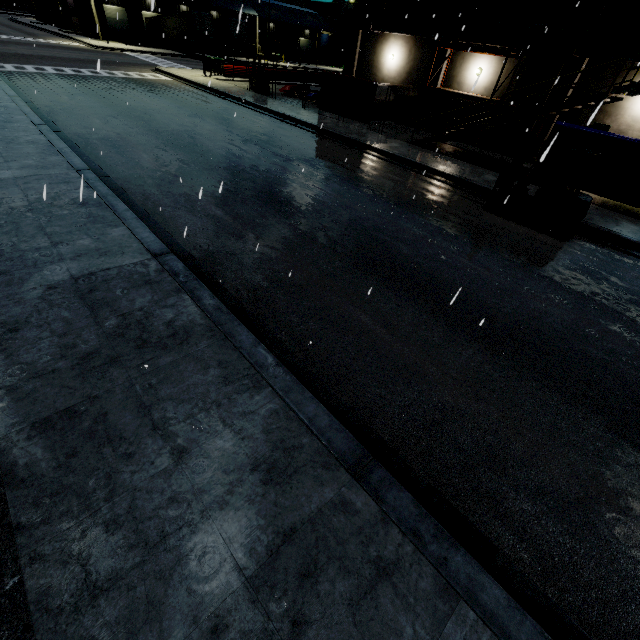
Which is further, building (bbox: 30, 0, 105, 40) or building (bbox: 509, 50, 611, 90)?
building (bbox: 30, 0, 105, 40)

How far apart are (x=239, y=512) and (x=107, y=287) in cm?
405

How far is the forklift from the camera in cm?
907

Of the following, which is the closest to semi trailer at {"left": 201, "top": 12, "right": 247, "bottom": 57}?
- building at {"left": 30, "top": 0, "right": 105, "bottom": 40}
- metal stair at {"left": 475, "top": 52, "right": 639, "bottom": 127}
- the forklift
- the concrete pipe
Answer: building at {"left": 30, "top": 0, "right": 105, "bottom": 40}

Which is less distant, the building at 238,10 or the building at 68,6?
the building at 68,6

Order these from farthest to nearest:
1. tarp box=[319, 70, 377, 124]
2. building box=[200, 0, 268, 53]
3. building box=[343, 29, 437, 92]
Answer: building box=[200, 0, 268, 53], building box=[343, 29, 437, 92], tarp box=[319, 70, 377, 124]

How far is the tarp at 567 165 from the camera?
12.2m

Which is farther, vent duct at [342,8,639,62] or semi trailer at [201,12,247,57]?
semi trailer at [201,12,247,57]
